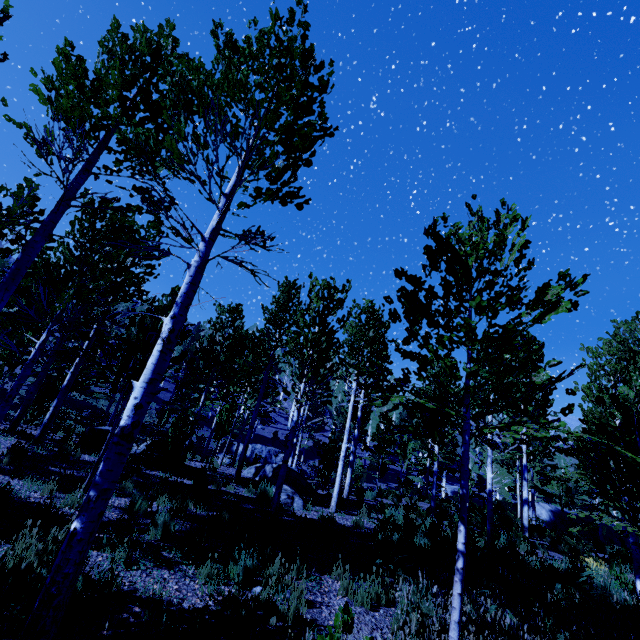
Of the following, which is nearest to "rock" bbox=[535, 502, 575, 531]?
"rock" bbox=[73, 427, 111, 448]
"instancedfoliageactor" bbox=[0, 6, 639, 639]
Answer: "instancedfoliageactor" bbox=[0, 6, 639, 639]

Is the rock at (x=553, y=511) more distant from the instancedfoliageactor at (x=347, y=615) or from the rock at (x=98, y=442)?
the rock at (x=98, y=442)

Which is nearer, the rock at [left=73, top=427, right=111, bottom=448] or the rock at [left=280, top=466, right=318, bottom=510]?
the rock at [left=280, top=466, right=318, bottom=510]

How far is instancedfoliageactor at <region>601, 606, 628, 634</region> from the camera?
5.3 meters

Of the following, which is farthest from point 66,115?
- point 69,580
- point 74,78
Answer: point 69,580

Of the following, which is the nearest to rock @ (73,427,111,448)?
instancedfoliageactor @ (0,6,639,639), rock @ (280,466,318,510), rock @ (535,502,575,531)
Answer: instancedfoliageactor @ (0,6,639,639)

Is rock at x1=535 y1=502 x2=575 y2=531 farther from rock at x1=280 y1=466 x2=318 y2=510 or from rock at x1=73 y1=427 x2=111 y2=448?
rock at x1=73 y1=427 x2=111 y2=448

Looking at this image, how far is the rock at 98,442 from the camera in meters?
11.1
